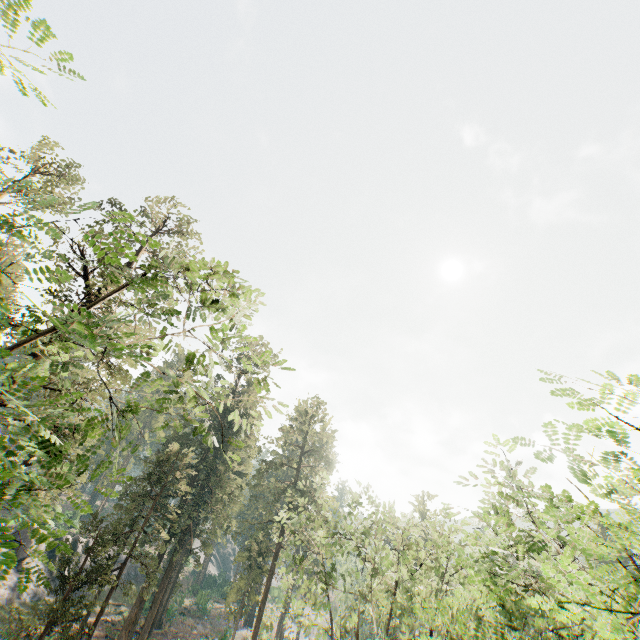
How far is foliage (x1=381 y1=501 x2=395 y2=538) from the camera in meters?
18.0 m

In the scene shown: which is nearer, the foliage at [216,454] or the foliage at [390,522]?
the foliage at [216,454]

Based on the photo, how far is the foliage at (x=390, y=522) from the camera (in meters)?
17.99

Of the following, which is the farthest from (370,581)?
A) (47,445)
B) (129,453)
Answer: (47,445)

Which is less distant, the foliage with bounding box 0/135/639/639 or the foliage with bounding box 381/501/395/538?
the foliage with bounding box 0/135/639/639
